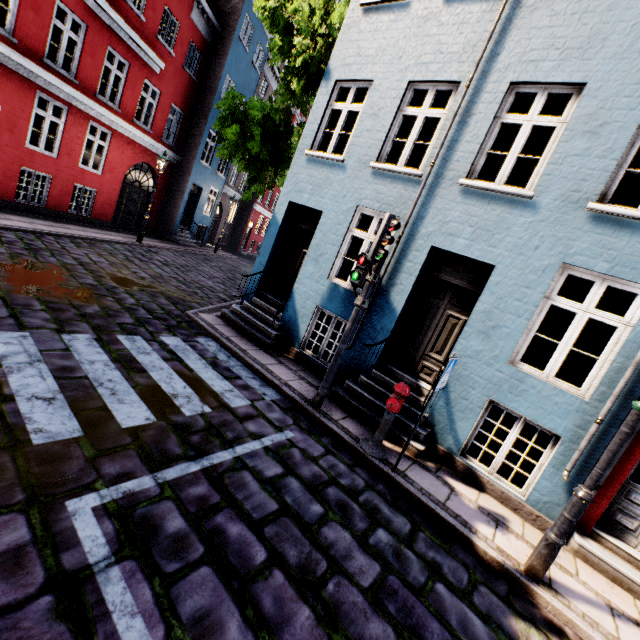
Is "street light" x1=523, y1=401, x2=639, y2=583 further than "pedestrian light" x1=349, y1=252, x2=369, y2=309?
No

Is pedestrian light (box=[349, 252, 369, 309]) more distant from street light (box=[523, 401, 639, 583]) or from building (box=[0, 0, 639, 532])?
street light (box=[523, 401, 639, 583])

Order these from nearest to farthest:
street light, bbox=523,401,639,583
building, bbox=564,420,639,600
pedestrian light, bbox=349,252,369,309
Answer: street light, bbox=523,401,639,583 → building, bbox=564,420,639,600 → pedestrian light, bbox=349,252,369,309

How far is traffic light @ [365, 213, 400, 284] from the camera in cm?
485

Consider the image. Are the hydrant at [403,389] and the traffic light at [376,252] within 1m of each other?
no

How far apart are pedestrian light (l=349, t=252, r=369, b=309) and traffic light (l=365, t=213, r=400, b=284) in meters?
0.1

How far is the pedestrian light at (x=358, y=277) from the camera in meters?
5.3

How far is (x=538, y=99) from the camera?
5.38m
